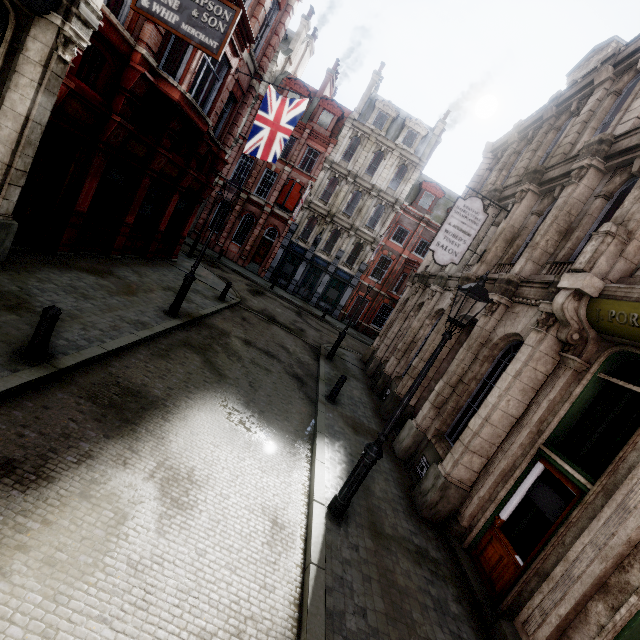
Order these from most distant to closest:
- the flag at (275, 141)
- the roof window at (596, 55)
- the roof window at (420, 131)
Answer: the roof window at (420, 131)
the flag at (275, 141)
the roof window at (596, 55)

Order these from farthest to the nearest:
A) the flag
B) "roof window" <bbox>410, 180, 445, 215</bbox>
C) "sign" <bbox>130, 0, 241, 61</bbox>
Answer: "roof window" <bbox>410, 180, 445, 215</bbox>, the flag, "sign" <bbox>130, 0, 241, 61</bbox>

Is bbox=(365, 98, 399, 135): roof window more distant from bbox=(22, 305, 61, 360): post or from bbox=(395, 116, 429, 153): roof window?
bbox=(22, 305, 61, 360): post

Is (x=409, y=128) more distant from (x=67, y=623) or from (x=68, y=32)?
(x=67, y=623)

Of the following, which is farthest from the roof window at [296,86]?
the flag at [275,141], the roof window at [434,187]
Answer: the flag at [275,141]

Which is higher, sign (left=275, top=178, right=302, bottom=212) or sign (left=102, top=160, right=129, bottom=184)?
sign (left=275, top=178, right=302, bottom=212)

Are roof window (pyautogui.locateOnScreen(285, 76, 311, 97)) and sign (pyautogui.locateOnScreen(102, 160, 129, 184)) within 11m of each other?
no

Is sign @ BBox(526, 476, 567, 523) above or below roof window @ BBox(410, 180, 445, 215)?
below
